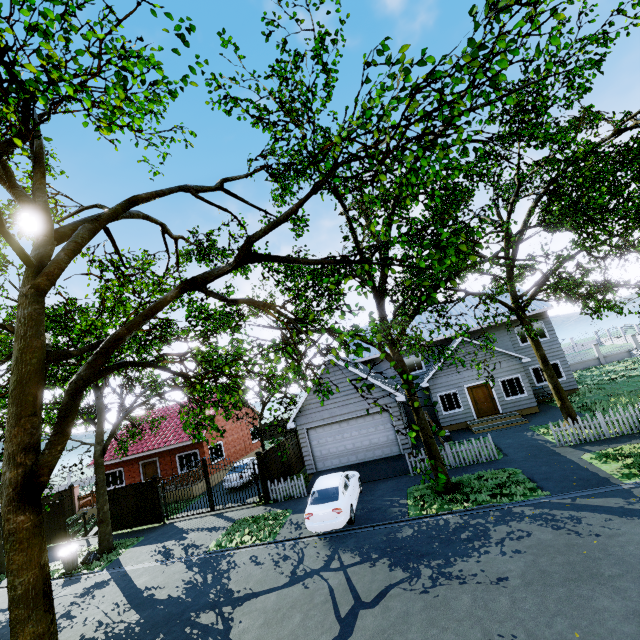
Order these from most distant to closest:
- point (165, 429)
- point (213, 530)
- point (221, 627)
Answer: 1. point (165, 429)
2. point (213, 530)
3. point (221, 627)

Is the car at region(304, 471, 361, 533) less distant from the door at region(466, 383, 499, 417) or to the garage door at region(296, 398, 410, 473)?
the garage door at region(296, 398, 410, 473)

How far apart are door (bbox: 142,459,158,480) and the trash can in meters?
9.4

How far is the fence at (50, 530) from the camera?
19.9 meters

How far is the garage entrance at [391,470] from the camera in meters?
16.1 m

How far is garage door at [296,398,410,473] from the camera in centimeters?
1767cm

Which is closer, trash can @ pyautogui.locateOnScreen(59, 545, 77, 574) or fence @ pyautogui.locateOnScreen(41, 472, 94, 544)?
trash can @ pyautogui.locateOnScreen(59, 545, 77, 574)

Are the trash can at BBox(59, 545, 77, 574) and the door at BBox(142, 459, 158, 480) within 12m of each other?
yes
